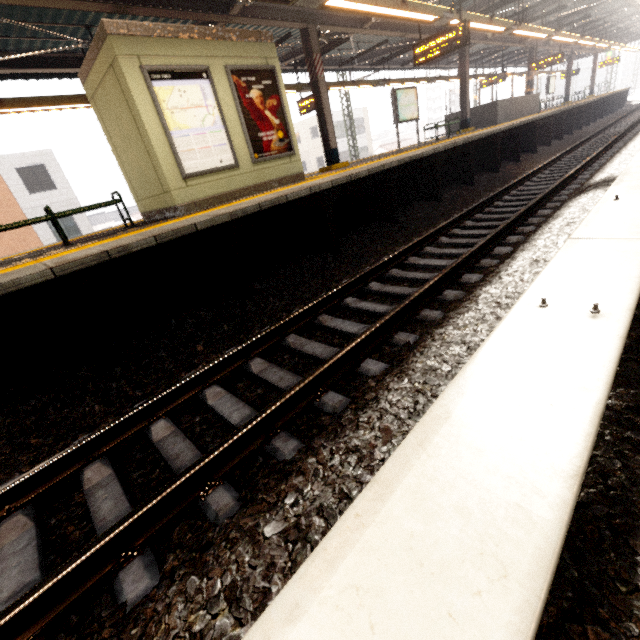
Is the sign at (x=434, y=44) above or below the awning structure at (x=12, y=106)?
below

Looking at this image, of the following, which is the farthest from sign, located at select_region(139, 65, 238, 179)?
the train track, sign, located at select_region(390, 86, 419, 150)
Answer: sign, located at select_region(390, 86, 419, 150)

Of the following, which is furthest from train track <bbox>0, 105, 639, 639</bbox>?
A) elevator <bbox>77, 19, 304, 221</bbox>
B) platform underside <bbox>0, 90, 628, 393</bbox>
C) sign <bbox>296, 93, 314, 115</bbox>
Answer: sign <bbox>296, 93, 314, 115</bbox>

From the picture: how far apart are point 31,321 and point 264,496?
3.5 meters

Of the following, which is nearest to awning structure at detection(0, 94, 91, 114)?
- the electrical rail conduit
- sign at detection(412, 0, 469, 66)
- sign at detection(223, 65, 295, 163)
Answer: sign at detection(412, 0, 469, 66)

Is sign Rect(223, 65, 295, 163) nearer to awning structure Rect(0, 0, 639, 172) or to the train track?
awning structure Rect(0, 0, 639, 172)

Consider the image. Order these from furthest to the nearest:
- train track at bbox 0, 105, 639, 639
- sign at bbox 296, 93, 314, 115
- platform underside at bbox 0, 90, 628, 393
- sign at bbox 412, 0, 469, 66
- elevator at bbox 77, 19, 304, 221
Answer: sign at bbox 296, 93, 314, 115
sign at bbox 412, 0, 469, 66
elevator at bbox 77, 19, 304, 221
platform underside at bbox 0, 90, 628, 393
train track at bbox 0, 105, 639, 639

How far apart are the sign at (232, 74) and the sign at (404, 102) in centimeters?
639cm
